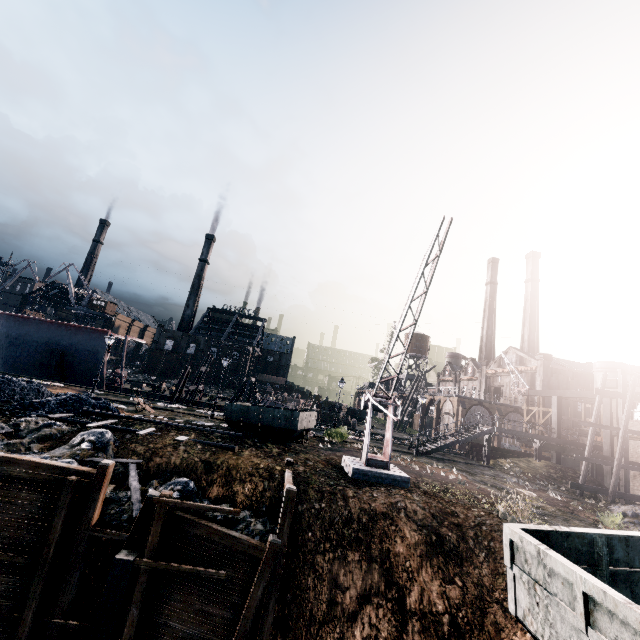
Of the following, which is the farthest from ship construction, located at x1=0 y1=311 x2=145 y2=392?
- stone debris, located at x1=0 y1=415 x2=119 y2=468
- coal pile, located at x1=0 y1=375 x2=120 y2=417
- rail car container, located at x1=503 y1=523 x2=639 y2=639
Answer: rail car container, located at x1=503 y1=523 x2=639 y2=639

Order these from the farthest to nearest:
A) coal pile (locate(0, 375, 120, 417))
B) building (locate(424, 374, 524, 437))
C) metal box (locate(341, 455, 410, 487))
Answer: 1. building (locate(424, 374, 524, 437))
2. coal pile (locate(0, 375, 120, 417))
3. metal box (locate(341, 455, 410, 487))

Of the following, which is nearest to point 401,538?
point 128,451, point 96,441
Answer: point 128,451

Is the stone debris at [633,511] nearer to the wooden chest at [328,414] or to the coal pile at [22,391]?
the coal pile at [22,391]

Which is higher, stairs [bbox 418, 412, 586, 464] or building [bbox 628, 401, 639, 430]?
building [bbox 628, 401, 639, 430]

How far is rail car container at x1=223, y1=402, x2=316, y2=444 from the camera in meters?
20.7

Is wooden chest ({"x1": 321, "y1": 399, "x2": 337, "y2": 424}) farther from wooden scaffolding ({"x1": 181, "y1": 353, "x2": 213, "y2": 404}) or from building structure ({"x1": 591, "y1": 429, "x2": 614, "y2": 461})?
building structure ({"x1": 591, "y1": 429, "x2": 614, "y2": 461})

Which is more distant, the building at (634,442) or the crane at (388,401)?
the building at (634,442)
